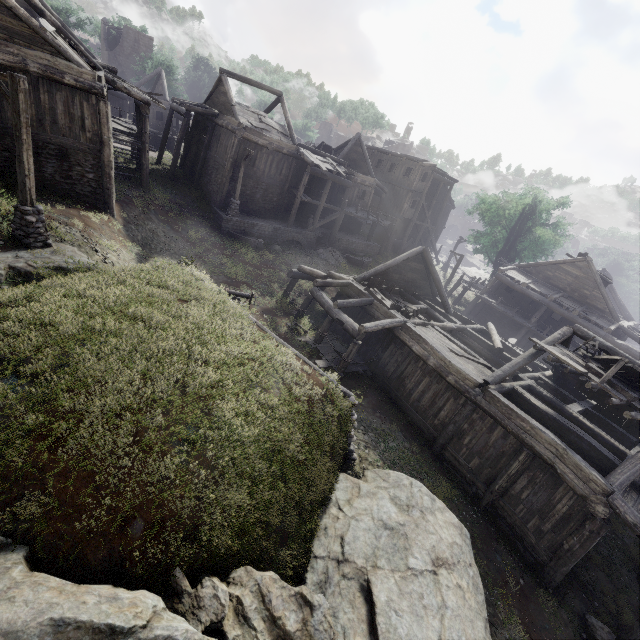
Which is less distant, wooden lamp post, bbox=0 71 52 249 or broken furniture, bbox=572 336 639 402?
wooden lamp post, bbox=0 71 52 249

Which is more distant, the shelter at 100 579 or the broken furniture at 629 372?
the broken furniture at 629 372

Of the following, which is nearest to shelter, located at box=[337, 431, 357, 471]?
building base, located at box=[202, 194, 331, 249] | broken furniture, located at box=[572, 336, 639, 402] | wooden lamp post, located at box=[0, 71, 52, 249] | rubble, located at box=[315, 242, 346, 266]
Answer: wooden lamp post, located at box=[0, 71, 52, 249]

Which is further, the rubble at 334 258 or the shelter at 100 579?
the rubble at 334 258

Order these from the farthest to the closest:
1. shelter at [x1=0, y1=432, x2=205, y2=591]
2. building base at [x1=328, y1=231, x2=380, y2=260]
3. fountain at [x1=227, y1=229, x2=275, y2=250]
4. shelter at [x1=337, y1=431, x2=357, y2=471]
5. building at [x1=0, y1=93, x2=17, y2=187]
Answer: building base at [x1=328, y1=231, x2=380, y2=260] → fountain at [x1=227, y1=229, x2=275, y2=250] → building at [x1=0, y1=93, x2=17, y2=187] → shelter at [x1=337, y1=431, x2=357, y2=471] → shelter at [x1=0, y1=432, x2=205, y2=591]

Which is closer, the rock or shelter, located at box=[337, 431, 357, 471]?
the rock

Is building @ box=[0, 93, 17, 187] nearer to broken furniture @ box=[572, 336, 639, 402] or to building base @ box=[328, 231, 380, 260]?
building base @ box=[328, 231, 380, 260]

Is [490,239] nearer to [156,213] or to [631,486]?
[631,486]
